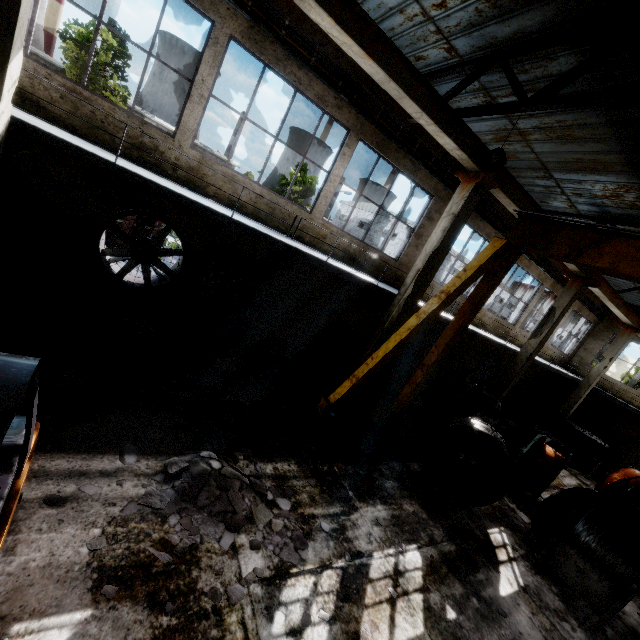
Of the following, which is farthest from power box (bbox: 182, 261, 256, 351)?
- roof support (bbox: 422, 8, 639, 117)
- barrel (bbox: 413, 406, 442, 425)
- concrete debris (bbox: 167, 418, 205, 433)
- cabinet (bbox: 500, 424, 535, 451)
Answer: cabinet (bbox: 500, 424, 535, 451)

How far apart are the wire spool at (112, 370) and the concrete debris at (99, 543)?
3.3 meters

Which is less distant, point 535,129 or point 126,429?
point 126,429

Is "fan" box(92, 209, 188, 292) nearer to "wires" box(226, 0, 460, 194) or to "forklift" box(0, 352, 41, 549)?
"wires" box(226, 0, 460, 194)

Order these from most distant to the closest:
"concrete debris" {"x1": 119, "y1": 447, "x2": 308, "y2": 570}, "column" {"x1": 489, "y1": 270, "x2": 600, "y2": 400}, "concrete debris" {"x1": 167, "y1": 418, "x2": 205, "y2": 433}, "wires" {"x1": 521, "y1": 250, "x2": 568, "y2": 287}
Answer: "wires" {"x1": 521, "y1": 250, "x2": 568, "y2": 287}
"column" {"x1": 489, "y1": 270, "x2": 600, "y2": 400}
"concrete debris" {"x1": 167, "y1": 418, "x2": 205, "y2": 433}
"concrete debris" {"x1": 119, "y1": 447, "x2": 308, "y2": 570}

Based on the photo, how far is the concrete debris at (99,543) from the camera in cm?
391

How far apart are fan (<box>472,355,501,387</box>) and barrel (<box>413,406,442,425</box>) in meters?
6.3 m

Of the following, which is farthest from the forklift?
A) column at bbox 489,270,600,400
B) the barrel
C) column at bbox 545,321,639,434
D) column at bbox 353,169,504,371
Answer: Result: column at bbox 545,321,639,434
